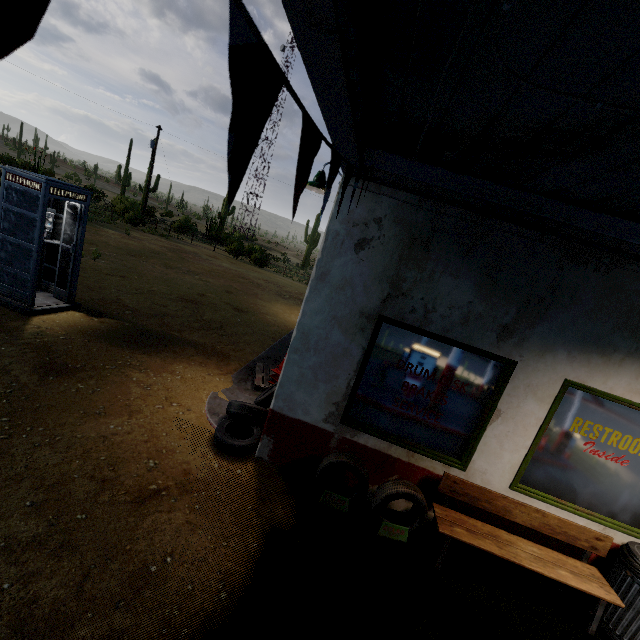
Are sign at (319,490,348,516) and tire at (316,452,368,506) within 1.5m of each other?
yes

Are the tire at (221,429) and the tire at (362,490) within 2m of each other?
yes

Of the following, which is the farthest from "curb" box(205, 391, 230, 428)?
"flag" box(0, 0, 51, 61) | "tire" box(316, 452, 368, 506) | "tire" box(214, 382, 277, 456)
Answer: "flag" box(0, 0, 51, 61)

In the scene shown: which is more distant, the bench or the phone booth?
the phone booth

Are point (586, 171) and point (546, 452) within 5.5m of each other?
yes

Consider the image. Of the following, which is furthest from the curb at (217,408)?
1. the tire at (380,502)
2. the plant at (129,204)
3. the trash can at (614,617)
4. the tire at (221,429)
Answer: the plant at (129,204)

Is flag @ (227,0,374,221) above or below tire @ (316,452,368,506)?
above

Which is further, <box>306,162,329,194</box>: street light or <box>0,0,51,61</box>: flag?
<box>306,162,329,194</box>: street light
